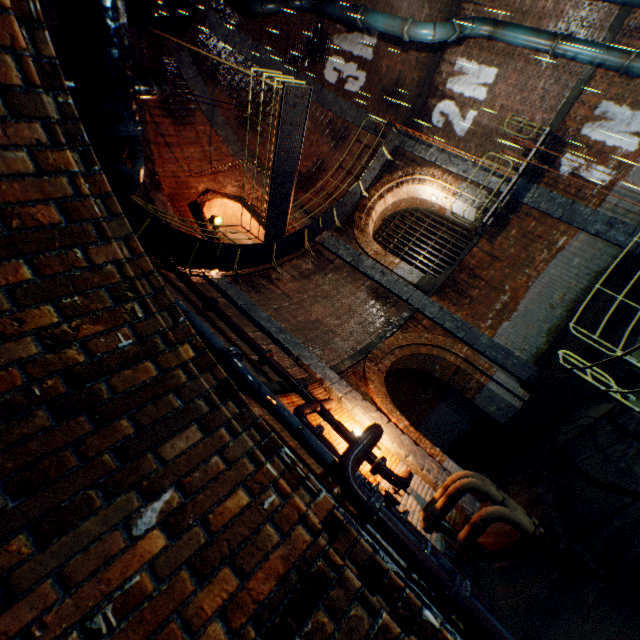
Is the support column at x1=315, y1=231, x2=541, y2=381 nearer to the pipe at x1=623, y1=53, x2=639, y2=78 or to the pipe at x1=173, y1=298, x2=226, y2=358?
the pipe at x1=173, y1=298, x2=226, y2=358

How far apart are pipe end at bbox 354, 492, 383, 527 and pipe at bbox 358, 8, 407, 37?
13.4 meters

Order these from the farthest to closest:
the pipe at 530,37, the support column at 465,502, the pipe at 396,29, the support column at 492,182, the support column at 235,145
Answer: the support column at 235,145, the support column at 492,182, the pipe at 396,29, the pipe at 530,37, the support column at 465,502

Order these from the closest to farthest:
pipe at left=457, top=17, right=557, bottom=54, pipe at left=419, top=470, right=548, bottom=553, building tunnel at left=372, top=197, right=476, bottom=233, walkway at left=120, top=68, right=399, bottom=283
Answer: pipe at left=419, top=470, right=548, bottom=553, walkway at left=120, top=68, right=399, bottom=283, pipe at left=457, top=17, right=557, bottom=54, building tunnel at left=372, top=197, right=476, bottom=233

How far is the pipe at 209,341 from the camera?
4.0 meters

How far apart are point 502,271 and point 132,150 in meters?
11.8

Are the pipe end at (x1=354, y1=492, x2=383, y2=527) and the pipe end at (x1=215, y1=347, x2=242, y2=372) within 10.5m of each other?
yes

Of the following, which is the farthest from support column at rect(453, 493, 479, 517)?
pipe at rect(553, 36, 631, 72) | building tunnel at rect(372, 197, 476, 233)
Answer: pipe at rect(553, 36, 631, 72)
